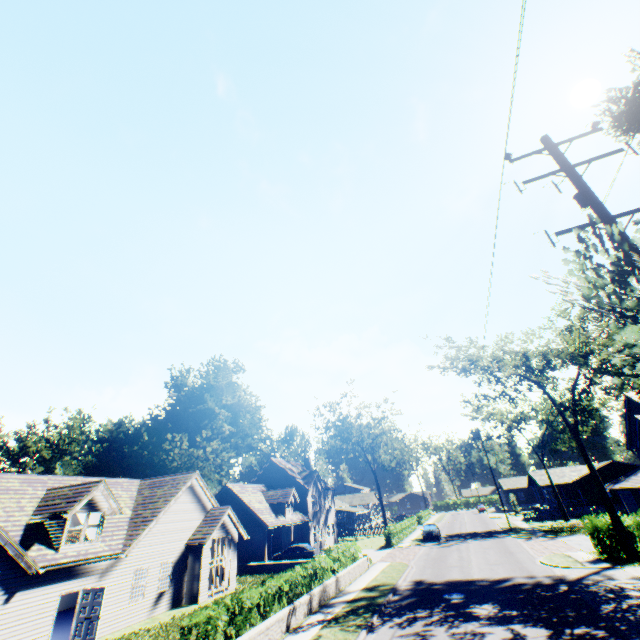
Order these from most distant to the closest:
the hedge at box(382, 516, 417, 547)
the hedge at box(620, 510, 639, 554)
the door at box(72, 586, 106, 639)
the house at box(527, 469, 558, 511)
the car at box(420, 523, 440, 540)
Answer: the house at box(527, 469, 558, 511)
the car at box(420, 523, 440, 540)
the hedge at box(382, 516, 417, 547)
the hedge at box(620, 510, 639, 554)
the door at box(72, 586, 106, 639)

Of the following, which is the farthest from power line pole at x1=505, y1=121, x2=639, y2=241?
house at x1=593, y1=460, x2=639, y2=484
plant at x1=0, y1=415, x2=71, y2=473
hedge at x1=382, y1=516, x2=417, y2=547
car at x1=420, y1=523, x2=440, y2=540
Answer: house at x1=593, y1=460, x2=639, y2=484

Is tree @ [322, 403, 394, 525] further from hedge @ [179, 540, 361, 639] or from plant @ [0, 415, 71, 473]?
hedge @ [179, 540, 361, 639]

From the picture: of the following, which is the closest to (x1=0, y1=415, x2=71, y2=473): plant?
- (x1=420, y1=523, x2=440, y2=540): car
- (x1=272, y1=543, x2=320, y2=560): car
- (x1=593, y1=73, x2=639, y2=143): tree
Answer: (x1=593, y1=73, x2=639, y2=143): tree

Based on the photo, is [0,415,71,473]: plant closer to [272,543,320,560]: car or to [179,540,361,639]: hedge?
[272,543,320,560]: car

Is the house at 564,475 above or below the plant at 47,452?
below

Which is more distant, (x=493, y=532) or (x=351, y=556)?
(x=493, y=532)

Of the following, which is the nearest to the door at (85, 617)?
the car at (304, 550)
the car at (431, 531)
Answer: the car at (304, 550)
